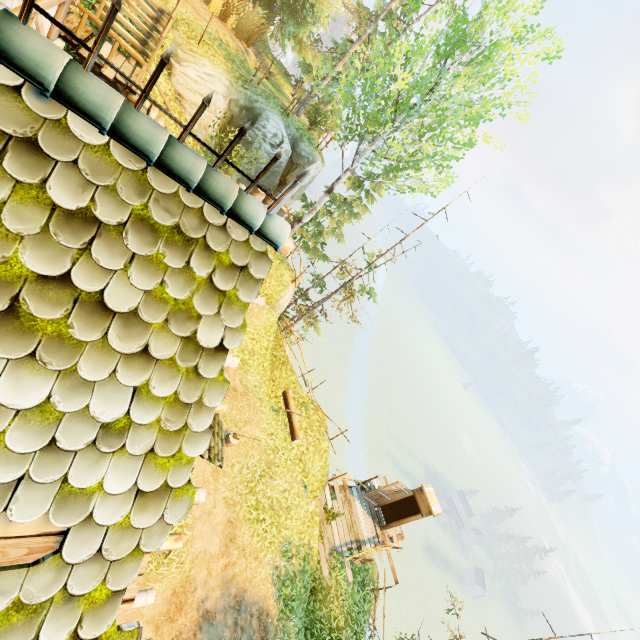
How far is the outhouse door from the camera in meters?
13.7 m

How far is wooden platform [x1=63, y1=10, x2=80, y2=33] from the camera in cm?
894

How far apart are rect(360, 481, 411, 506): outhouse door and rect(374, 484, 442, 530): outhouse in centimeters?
3cm

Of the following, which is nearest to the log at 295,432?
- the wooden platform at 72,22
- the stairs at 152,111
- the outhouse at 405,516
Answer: the outhouse at 405,516

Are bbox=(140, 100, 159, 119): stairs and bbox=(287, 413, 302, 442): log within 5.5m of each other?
no

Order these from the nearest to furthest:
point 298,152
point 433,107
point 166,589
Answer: point 166,589
point 433,107
point 298,152

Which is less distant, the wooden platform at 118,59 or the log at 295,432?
the wooden platform at 118,59

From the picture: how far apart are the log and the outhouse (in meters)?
5.67
